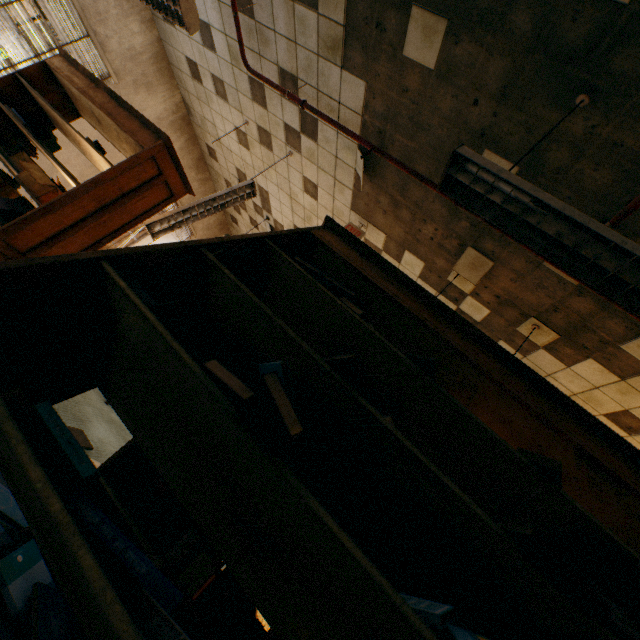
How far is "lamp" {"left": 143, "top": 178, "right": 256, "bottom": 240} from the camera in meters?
4.0 m

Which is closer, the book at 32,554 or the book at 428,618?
the book at 428,618

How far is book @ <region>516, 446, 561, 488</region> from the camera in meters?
1.0 m

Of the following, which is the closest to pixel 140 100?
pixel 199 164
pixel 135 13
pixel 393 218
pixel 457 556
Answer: pixel 135 13

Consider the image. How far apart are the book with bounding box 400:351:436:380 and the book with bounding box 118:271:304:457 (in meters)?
0.22

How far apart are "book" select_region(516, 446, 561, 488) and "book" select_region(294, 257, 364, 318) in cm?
57

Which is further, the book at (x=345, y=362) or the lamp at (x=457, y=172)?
the lamp at (x=457, y=172)
